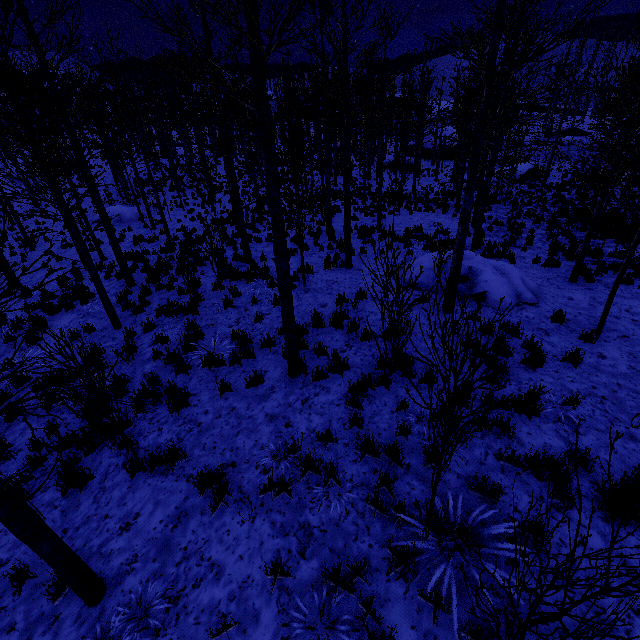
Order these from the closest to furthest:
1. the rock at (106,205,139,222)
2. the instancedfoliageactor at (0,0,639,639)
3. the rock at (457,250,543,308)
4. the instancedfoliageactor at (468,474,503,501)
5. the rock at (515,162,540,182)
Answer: the instancedfoliageactor at (0,0,639,639)
the instancedfoliageactor at (468,474,503,501)
the rock at (457,250,543,308)
the rock at (106,205,139,222)
the rock at (515,162,540,182)

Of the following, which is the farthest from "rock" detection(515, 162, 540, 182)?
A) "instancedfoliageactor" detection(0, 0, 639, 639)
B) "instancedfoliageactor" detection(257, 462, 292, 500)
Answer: "instancedfoliageactor" detection(257, 462, 292, 500)

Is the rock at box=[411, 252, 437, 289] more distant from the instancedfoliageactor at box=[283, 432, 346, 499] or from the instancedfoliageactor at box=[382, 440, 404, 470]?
the instancedfoliageactor at box=[283, 432, 346, 499]

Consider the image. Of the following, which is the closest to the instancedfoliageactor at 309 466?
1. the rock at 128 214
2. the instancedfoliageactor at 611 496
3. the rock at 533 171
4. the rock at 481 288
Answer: the instancedfoliageactor at 611 496

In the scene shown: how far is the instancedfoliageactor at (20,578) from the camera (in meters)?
3.54

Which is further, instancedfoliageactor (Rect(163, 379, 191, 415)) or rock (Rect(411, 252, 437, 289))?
rock (Rect(411, 252, 437, 289))

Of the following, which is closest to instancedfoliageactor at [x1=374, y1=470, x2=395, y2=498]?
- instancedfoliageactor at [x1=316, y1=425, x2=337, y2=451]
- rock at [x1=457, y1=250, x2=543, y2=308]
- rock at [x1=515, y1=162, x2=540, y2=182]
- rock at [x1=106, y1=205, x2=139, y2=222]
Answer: instancedfoliageactor at [x1=316, y1=425, x2=337, y2=451]

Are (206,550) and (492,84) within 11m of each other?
yes
